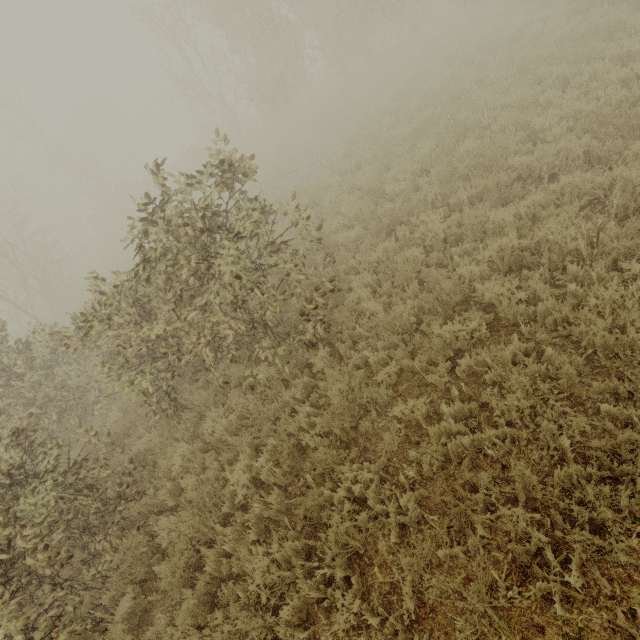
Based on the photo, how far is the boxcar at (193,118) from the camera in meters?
56.4

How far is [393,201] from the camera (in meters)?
7.82

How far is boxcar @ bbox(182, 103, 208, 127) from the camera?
56.4 meters
